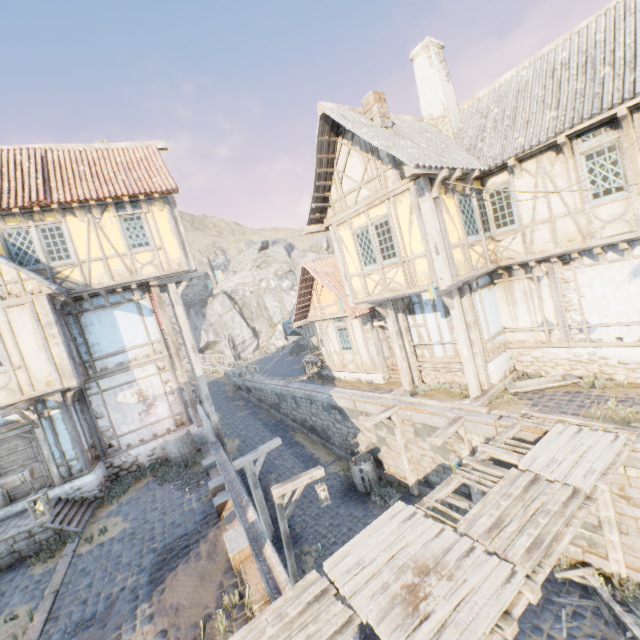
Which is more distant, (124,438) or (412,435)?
(124,438)

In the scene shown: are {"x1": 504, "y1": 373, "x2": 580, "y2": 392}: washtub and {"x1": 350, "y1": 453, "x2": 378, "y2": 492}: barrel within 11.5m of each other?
yes

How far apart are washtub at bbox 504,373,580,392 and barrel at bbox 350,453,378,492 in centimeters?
565cm

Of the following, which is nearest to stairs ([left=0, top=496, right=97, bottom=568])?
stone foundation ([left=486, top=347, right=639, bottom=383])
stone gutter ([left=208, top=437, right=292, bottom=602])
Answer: stone gutter ([left=208, top=437, right=292, bottom=602])

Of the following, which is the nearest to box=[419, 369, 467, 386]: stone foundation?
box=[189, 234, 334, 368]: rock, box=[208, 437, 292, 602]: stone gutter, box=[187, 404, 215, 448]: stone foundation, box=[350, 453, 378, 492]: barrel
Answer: box=[350, 453, 378, 492]: barrel

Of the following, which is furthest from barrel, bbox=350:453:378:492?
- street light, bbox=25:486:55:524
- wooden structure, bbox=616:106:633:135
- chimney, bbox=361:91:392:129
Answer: wooden structure, bbox=616:106:633:135

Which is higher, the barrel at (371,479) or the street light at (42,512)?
the street light at (42,512)

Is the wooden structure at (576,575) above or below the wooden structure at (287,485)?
below
